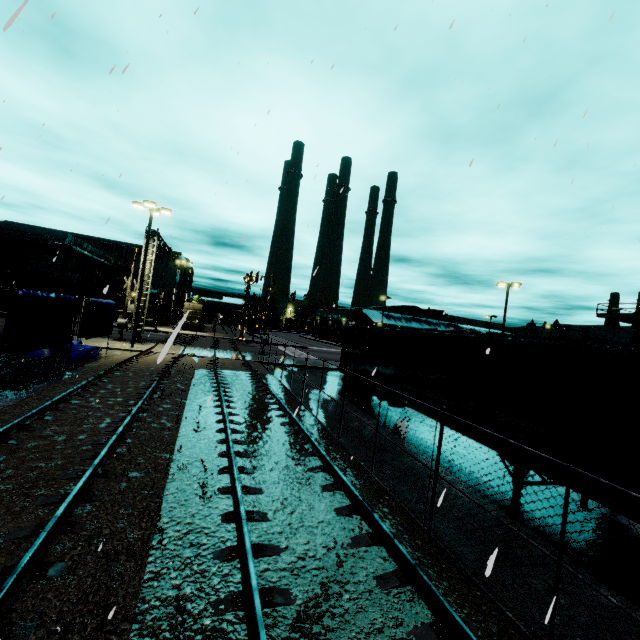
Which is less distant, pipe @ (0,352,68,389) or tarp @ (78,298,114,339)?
pipe @ (0,352,68,389)

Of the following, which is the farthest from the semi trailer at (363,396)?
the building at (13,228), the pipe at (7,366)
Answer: the pipe at (7,366)

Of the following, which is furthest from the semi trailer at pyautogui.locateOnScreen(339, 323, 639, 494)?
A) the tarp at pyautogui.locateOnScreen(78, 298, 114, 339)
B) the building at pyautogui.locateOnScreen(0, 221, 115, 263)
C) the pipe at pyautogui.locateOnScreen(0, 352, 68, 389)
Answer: the pipe at pyautogui.locateOnScreen(0, 352, 68, 389)

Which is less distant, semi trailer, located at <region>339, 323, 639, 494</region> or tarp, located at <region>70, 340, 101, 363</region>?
semi trailer, located at <region>339, 323, 639, 494</region>

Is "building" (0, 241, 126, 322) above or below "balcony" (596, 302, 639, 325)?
below

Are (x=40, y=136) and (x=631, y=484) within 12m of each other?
no

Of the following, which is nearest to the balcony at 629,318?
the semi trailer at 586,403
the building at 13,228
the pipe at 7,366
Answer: the building at 13,228

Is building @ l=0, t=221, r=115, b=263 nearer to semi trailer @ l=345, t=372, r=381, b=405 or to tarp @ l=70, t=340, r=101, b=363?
semi trailer @ l=345, t=372, r=381, b=405
